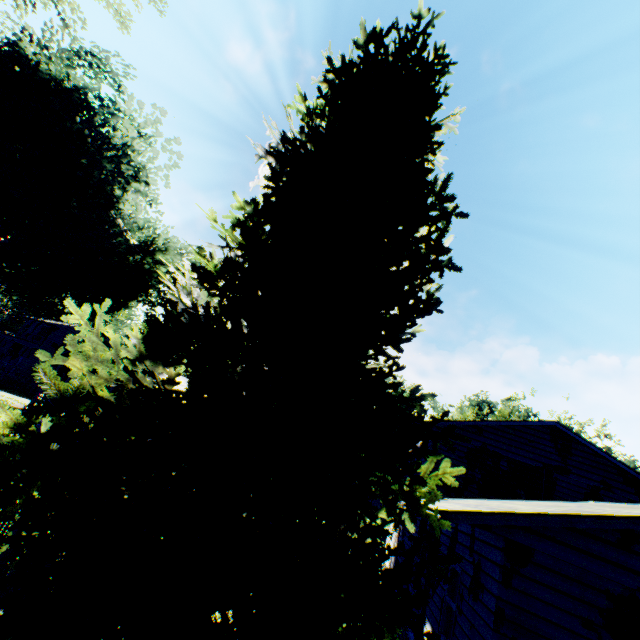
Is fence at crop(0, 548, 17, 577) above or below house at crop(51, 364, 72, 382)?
below

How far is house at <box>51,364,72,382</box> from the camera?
20.8 meters

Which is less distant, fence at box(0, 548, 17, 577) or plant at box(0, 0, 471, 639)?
plant at box(0, 0, 471, 639)

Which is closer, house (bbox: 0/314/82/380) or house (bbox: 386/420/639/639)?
house (bbox: 386/420/639/639)

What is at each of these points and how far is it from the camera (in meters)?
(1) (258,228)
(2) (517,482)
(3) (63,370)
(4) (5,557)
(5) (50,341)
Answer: (1) plant, 5.73
(2) house, 14.70
(3) house, 41.88
(4) fence, 6.59
(5) house, 40.44

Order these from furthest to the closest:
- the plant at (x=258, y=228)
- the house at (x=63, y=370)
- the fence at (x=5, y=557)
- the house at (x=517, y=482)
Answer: the house at (x=63, y=370)
the fence at (x=5, y=557)
the house at (x=517, y=482)
the plant at (x=258, y=228)

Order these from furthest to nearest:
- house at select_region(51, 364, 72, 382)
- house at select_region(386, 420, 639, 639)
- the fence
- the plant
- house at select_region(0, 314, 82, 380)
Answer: house at select_region(0, 314, 82, 380) → house at select_region(51, 364, 72, 382) → the fence → house at select_region(386, 420, 639, 639) → the plant

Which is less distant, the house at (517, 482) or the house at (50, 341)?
the house at (517, 482)
